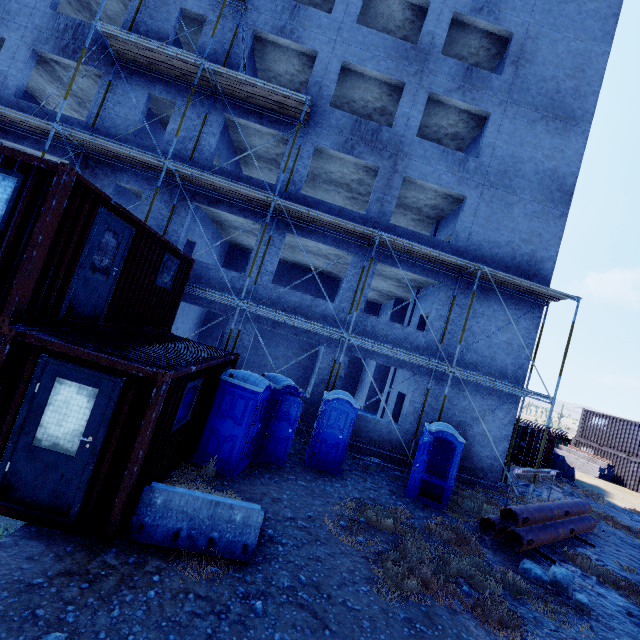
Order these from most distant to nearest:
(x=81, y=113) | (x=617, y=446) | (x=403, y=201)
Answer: (x=617, y=446) → (x=81, y=113) → (x=403, y=201)

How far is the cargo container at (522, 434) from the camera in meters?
20.3 m

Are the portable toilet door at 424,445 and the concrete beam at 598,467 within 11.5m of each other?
no

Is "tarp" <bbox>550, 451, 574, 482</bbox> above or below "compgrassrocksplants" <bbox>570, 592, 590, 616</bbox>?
above

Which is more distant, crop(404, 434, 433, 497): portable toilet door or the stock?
crop(404, 434, 433, 497): portable toilet door

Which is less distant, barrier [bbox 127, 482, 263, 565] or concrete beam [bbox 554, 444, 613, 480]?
barrier [bbox 127, 482, 263, 565]

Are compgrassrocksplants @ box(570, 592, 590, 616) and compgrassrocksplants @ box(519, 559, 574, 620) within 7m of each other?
yes

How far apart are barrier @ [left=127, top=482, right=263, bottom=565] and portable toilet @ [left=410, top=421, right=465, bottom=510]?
6.12m
